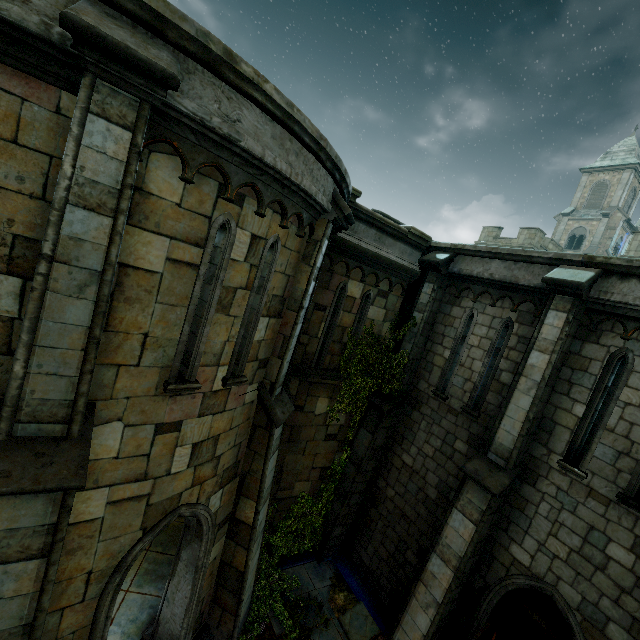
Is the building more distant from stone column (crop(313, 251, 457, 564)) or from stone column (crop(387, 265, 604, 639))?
stone column (crop(313, 251, 457, 564))

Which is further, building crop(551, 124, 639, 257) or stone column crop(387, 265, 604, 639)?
building crop(551, 124, 639, 257)

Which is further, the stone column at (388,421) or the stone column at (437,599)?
the stone column at (388,421)

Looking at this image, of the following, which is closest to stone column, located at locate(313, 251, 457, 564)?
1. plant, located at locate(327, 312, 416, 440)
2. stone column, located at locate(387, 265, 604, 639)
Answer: plant, located at locate(327, 312, 416, 440)

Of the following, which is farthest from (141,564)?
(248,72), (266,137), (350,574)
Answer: (248,72)

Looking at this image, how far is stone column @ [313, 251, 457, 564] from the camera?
Result: 9.4m

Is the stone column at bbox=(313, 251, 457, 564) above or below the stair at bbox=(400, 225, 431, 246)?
below

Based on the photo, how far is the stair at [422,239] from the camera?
9.08m
